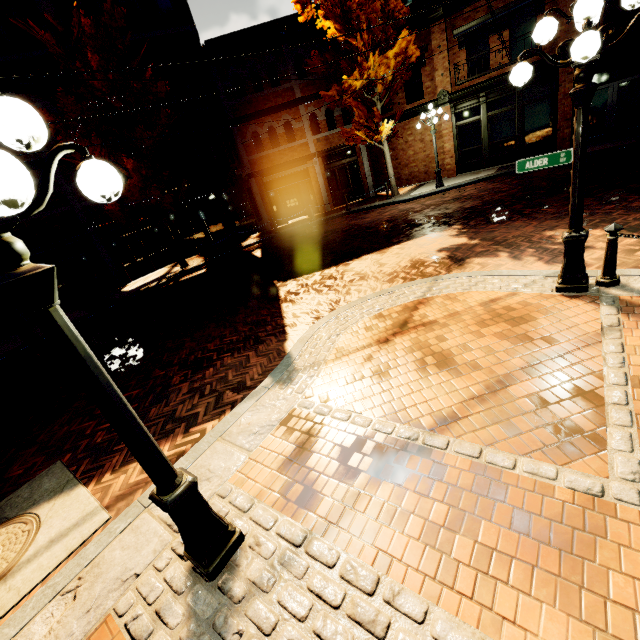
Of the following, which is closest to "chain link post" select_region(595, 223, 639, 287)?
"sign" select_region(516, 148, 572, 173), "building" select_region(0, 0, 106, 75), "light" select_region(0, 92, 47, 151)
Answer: "sign" select_region(516, 148, 572, 173)

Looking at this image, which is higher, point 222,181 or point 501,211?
point 222,181

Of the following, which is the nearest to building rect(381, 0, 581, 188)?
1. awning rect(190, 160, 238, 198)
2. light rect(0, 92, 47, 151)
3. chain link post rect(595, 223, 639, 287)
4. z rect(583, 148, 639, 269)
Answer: awning rect(190, 160, 238, 198)

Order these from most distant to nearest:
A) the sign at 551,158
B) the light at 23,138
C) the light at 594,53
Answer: the sign at 551,158
the light at 594,53
the light at 23,138

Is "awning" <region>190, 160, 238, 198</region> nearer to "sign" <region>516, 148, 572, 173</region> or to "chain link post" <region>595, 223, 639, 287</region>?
"sign" <region>516, 148, 572, 173</region>

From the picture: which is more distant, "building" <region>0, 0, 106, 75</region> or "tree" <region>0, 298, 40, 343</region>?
"building" <region>0, 0, 106, 75</region>

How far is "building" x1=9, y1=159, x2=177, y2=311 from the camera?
14.32m

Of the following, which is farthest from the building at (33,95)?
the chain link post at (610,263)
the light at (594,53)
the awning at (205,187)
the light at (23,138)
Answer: the chain link post at (610,263)
